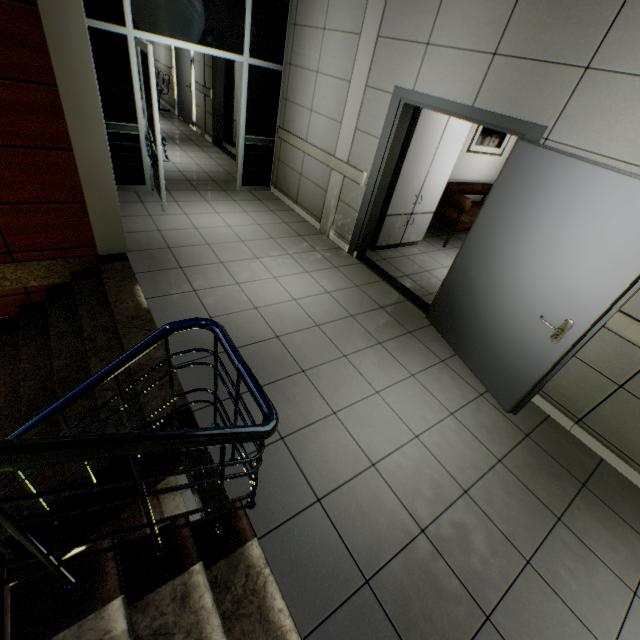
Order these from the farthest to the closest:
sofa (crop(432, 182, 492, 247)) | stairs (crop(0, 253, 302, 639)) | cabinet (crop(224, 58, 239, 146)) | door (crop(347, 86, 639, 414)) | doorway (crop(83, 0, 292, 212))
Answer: cabinet (crop(224, 58, 239, 146)) < sofa (crop(432, 182, 492, 247)) < doorway (crop(83, 0, 292, 212)) < door (crop(347, 86, 639, 414)) < stairs (crop(0, 253, 302, 639))

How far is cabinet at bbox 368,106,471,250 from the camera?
4.3 meters

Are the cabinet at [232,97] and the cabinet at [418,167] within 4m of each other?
no

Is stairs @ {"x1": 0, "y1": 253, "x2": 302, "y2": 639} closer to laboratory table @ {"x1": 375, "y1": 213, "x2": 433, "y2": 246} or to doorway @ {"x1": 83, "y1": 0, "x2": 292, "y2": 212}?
doorway @ {"x1": 83, "y1": 0, "x2": 292, "y2": 212}

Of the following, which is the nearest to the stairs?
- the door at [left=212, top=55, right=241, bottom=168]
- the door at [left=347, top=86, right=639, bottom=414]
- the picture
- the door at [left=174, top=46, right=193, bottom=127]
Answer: the door at [left=347, top=86, right=639, bottom=414]

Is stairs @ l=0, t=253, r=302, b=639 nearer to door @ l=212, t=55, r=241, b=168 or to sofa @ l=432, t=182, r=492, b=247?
door @ l=212, t=55, r=241, b=168

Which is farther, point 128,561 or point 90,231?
point 90,231

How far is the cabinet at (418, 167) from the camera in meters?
4.3 m
